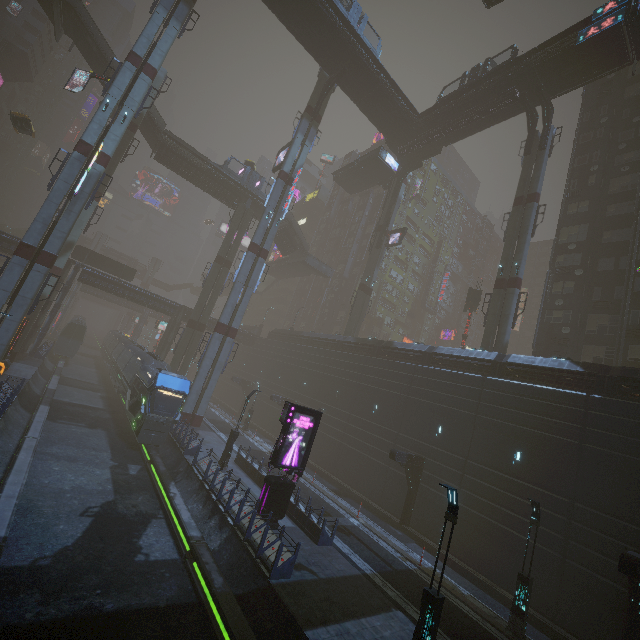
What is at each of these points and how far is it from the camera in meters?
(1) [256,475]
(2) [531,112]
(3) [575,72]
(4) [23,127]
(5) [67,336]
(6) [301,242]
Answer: (1) building, 21.7
(2) building structure, 32.8
(3) bridge, 29.0
(4) taxi, 34.1
(5) train, 44.8
(6) stairs, 50.7

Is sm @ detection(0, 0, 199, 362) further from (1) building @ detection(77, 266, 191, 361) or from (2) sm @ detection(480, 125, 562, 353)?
(2) sm @ detection(480, 125, 562, 353)

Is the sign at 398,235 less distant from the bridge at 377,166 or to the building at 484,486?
the bridge at 377,166

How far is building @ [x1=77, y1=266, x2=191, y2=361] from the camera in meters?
40.3

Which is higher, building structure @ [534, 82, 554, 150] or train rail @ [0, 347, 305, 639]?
building structure @ [534, 82, 554, 150]

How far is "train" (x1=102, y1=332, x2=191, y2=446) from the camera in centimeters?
2292cm

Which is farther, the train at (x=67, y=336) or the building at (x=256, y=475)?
the train at (x=67, y=336)

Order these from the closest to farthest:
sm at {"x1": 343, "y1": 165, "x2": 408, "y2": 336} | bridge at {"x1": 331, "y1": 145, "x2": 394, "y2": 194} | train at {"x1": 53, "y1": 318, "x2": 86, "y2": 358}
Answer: sm at {"x1": 343, "y1": 165, "x2": 408, "y2": 336}, train at {"x1": 53, "y1": 318, "x2": 86, "y2": 358}, bridge at {"x1": 331, "y1": 145, "x2": 394, "y2": 194}
